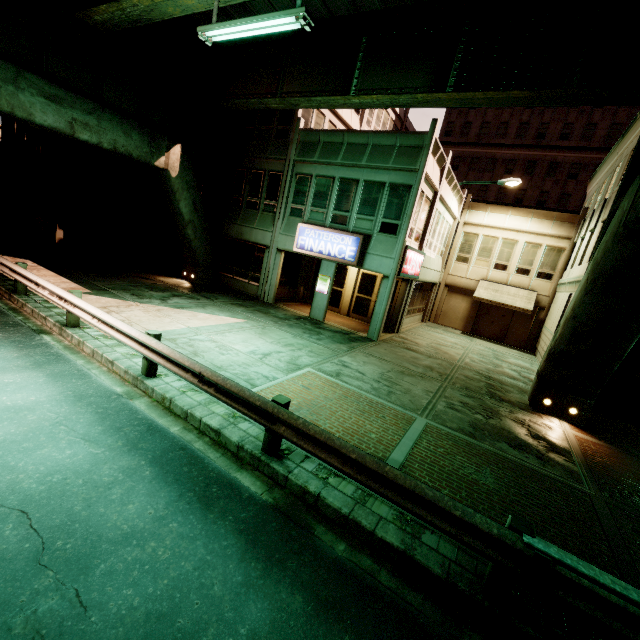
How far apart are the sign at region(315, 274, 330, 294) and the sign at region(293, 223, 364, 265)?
1.0 meters

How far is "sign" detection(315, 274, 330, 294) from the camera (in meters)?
15.91

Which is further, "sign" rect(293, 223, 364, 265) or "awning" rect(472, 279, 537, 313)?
"awning" rect(472, 279, 537, 313)

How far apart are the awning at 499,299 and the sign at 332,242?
11.46m

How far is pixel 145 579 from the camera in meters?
3.3

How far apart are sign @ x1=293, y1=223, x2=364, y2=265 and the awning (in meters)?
11.46

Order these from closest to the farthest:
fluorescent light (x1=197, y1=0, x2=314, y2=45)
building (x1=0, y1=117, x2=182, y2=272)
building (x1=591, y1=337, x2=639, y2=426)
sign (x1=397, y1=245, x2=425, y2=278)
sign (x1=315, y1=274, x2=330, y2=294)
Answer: fluorescent light (x1=197, y1=0, x2=314, y2=45)
building (x1=591, y1=337, x2=639, y2=426)
sign (x1=397, y1=245, x2=425, y2=278)
building (x1=0, y1=117, x2=182, y2=272)
sign (x1=315, y1=274, x2=330, y2=294)

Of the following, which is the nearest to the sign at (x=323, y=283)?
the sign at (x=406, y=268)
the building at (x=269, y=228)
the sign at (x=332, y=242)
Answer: the building at (x=269, y=228)
